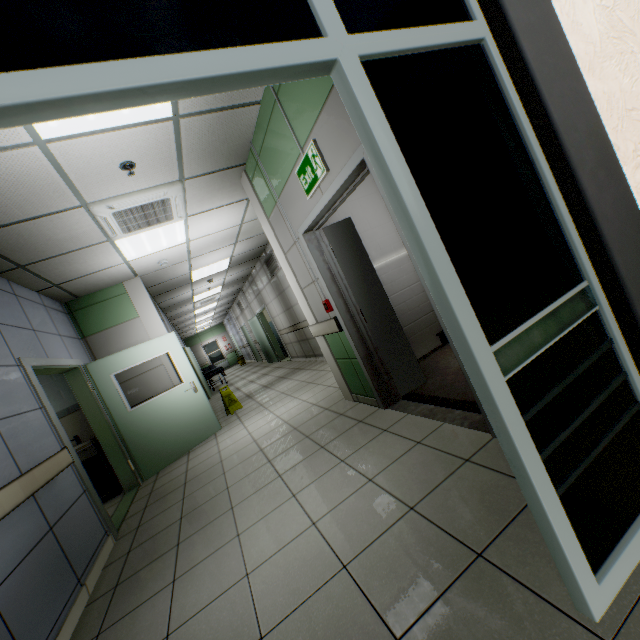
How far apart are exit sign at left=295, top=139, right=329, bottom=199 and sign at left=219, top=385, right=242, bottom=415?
5.3 meters

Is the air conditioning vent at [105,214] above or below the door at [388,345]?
above

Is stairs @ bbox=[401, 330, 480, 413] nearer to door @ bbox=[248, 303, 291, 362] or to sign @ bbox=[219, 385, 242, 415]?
sign @ bbox=[219, 385, 242, 415]

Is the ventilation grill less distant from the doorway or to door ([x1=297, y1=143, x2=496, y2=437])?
door ([x1=297, y1=143, x2=496, y2=437])

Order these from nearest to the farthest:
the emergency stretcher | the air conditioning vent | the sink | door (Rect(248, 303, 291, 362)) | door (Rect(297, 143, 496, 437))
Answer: door (Rect(297, 143, 496, 437)) < the air conditioning vent < the sink < door (Rect(248, 303, 291, 362)) < the emergency stretcher

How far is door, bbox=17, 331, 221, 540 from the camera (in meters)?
3.50

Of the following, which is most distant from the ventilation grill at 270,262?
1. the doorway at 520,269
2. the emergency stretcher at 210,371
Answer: the doorway at 520,269

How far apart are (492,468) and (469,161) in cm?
173
